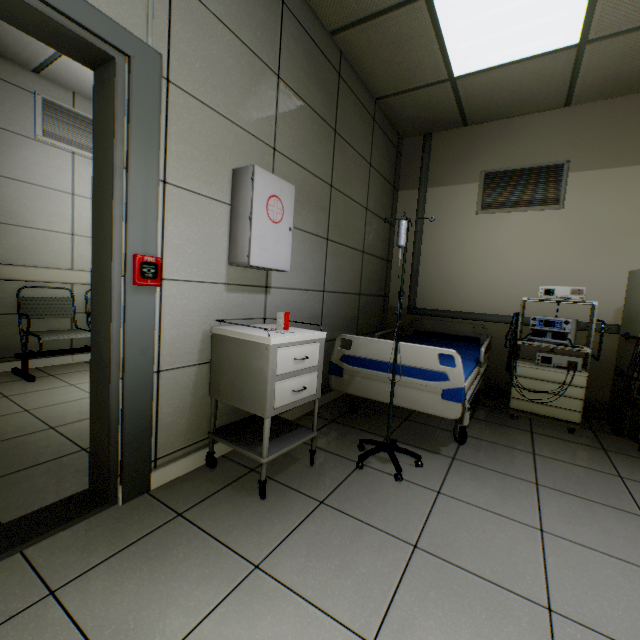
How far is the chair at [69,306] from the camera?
3.3m

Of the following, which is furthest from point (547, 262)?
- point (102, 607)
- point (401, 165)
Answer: point (102, 607)

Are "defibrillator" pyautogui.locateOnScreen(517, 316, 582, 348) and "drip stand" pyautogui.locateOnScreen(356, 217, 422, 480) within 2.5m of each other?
yes

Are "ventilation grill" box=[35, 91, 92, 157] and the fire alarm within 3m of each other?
no

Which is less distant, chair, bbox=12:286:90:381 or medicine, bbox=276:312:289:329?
medicine, bbox=276:312:289:329

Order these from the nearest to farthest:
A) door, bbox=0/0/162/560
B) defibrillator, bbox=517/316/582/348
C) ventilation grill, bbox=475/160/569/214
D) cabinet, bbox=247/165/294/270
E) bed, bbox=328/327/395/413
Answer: door, bbox=0/0/162/560
cabinet, bbox=247/165/294/270
bed, bbox=328/327/395/413
defibrillator, bbox=517/316/582/348
ventilation grill, bbox=475/160/569/214

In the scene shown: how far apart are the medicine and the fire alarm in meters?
0.7

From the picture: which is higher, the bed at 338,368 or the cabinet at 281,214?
the cabinet at 281,214
